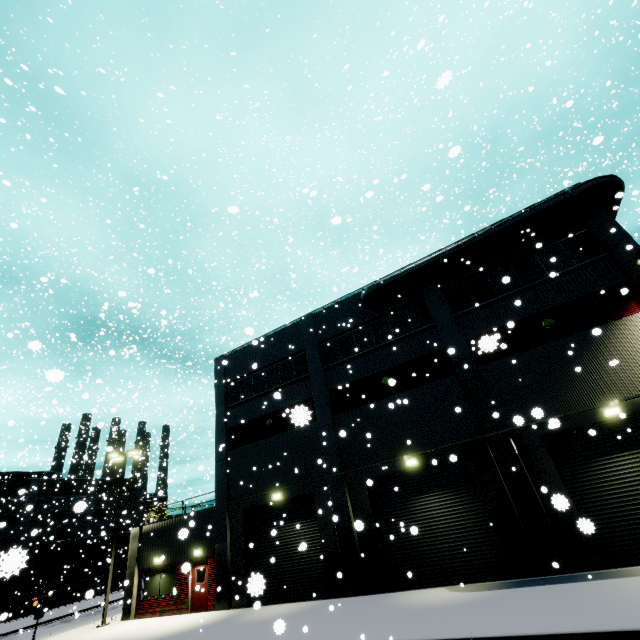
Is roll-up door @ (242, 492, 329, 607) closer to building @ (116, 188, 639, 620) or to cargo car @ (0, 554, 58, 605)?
building @ (116, 188, 639, 620)

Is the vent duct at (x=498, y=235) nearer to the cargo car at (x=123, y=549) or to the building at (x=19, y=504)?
the building at (x=19, y=504)

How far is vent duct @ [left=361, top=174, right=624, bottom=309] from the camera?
14.7m

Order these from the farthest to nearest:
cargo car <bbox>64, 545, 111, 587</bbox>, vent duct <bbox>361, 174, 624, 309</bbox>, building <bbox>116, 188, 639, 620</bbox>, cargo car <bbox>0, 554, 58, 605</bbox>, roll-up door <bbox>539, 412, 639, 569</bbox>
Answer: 1. cargo car <bbox>64, 545, 111, 587</bbox>
2. vent duct <bbox>361, 174, 624, 309</bbox>
3. building <bbox>116, 188, 639, 620</bbox>
4. roll-up door <bbox>539, 412, 639, 569</bbox>
5. cargo car <bbox>0, 554, 58, 605</bbox>

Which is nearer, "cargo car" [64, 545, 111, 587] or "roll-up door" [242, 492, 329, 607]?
"roll-up door" [242, 492, 329, 607]

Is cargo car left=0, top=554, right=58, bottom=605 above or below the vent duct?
below

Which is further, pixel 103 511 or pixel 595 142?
pixel 103 511

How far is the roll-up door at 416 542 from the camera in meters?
12.9 m
